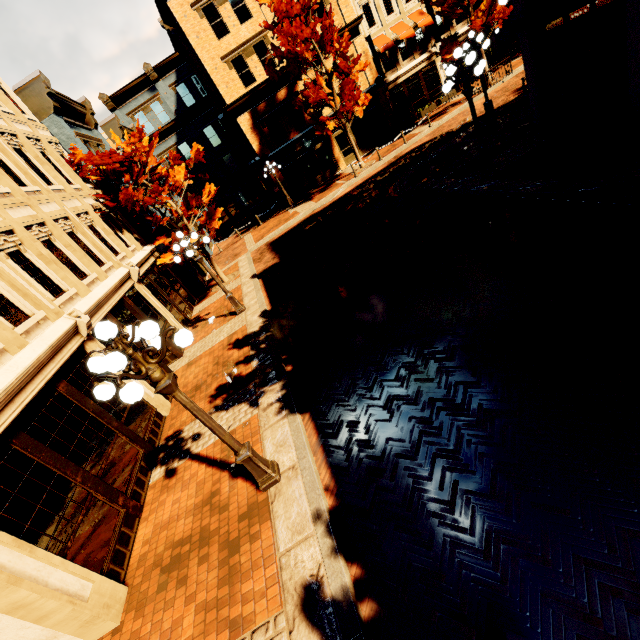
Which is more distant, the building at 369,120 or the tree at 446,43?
the building at 369,120

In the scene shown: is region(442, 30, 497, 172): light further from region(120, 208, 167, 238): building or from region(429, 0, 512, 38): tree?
region(120, 208, 167, 238): building

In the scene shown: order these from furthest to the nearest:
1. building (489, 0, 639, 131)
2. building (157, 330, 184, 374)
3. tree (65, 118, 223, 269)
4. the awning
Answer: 1. the awning
2. tree (65, 118, 223, 269)
3. building (157, 330, 184, 374)
4. building (489, 0, 639, 131)

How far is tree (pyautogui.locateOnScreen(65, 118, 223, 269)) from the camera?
13.0m

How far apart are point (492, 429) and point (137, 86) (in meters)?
39.41

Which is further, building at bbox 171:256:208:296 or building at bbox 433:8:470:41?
building at bbox 433:8:470:41

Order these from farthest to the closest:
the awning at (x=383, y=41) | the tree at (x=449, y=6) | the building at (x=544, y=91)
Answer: the awning at (x=383, y=41)
the tree at (x=449, y=6)
the building at (x=544, y=91)

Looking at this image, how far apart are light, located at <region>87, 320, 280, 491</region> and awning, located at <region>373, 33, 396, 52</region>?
28.1 meters
